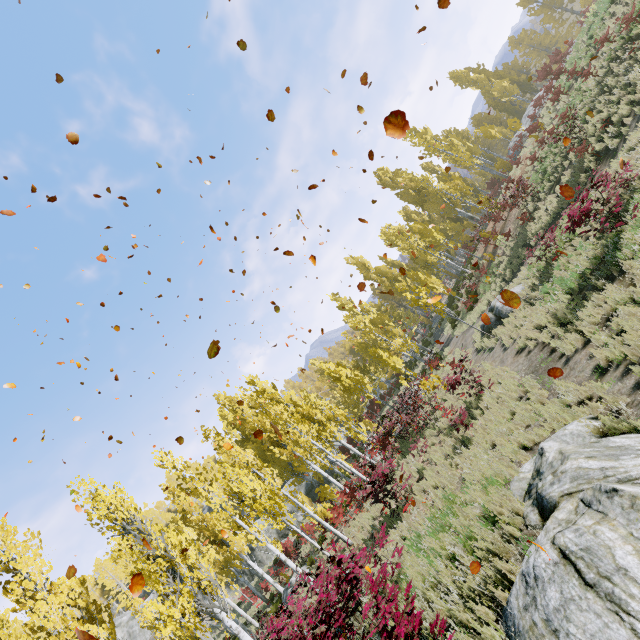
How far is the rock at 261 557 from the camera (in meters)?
35.46

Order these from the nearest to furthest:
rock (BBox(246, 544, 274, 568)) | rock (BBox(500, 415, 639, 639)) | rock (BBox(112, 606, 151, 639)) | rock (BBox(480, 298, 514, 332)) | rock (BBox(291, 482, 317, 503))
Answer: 1. rock (BBox(500, 415, 639, 639))
2. rock (BBox(480, 298, 514, 332))
3. rock (BBox(246, 544, 274, 568))
4. rock (BBox(291, 482, 317, 503))
5. rock (BBox(112, 606, 151, 639))

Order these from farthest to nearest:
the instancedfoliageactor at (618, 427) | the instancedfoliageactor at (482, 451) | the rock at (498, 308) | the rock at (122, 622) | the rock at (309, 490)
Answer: the rock at (122, 622), the rock at (309, 490), the rock at (498, 308), the instancedfoliageactor at (482, 451), the instancedfoliageactor at (618, 427)

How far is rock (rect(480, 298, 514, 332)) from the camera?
15.27m

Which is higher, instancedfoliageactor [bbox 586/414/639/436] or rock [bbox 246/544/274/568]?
rock [bbox 246/544/274/568]

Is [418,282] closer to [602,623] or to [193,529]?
[193,529]
